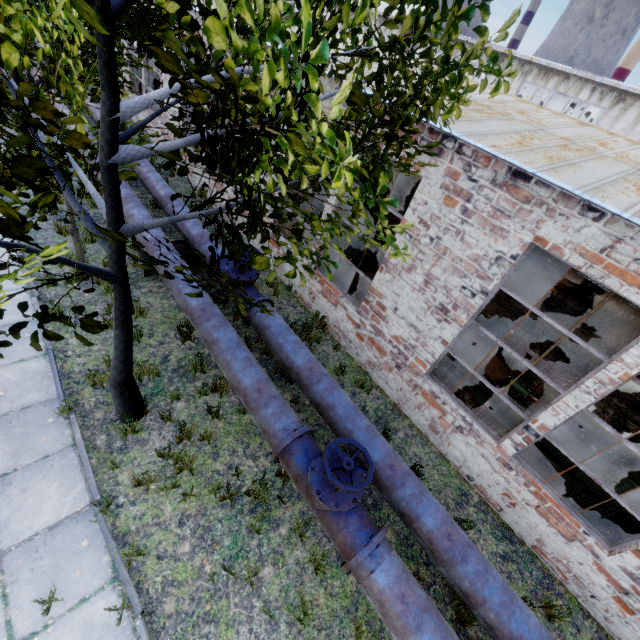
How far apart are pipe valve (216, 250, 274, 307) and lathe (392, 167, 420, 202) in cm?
1308

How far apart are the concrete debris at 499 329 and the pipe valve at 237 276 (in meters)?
5.57

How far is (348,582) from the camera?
4.6m

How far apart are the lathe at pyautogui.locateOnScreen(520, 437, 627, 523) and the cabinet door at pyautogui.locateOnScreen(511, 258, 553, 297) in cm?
646

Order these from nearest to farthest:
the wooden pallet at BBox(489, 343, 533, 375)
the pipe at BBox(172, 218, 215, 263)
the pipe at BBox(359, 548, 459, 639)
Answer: the pipe at BBox(359, 548, 459, 639) → the pipe at BBox(172, 218, 215, 263) → the wooden pallet at BBox(489, 343, 533, 375)

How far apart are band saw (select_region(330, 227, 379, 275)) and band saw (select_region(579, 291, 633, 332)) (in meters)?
9.42

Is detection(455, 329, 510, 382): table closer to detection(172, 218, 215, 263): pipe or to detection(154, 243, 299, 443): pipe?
detection(154, 243, 299, 443): pipe

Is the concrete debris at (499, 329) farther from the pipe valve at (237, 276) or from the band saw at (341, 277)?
the pipe valve at (237, 276)
